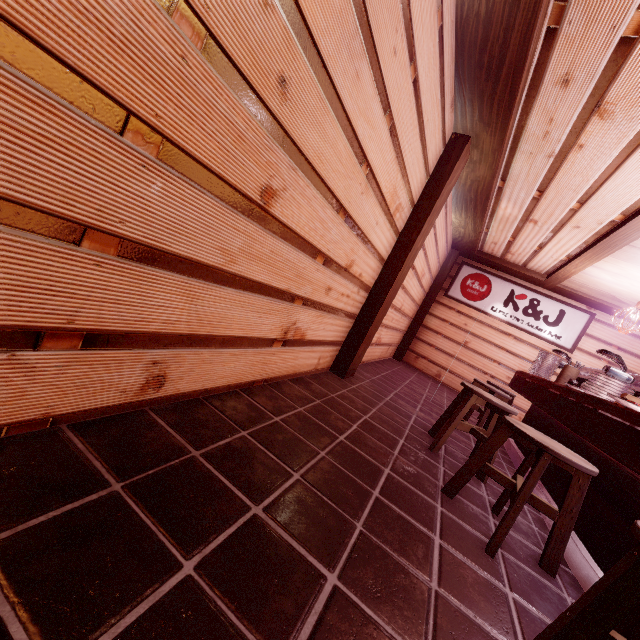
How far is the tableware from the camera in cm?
717

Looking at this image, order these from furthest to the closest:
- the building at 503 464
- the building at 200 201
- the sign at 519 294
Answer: the sign at 519 294, the building at 503 464, the building at 200 201

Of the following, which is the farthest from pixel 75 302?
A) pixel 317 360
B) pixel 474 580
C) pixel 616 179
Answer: pixel 616 179

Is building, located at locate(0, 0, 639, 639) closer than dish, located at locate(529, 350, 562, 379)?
Yes

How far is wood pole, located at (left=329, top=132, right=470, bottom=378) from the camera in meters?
6.0

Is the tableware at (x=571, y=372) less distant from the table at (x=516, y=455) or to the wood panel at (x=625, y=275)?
the table at (x=516, y=455)

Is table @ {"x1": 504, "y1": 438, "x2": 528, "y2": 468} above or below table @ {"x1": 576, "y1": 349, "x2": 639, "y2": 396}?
below

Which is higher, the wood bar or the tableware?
the wood bar
